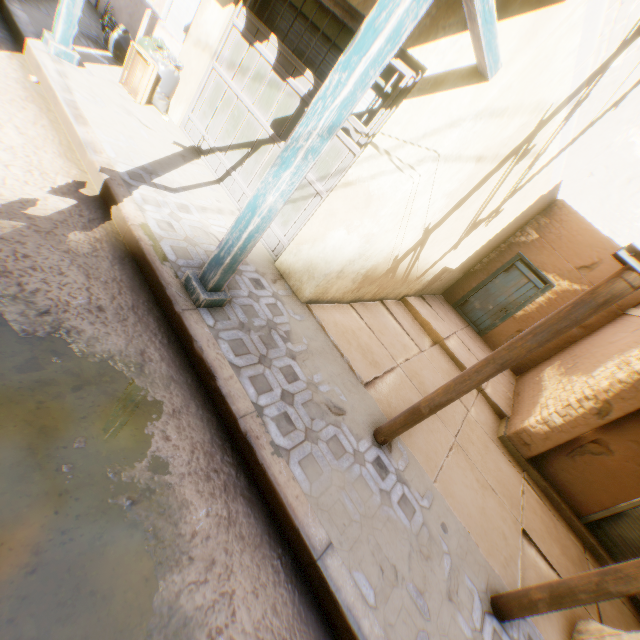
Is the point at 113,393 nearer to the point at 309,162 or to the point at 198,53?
the point at 309,162

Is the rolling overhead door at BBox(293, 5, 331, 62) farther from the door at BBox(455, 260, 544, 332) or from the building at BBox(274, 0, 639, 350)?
the door at BBox(455, 260, 544, 332)

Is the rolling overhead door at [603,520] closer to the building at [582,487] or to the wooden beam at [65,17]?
the building at [582,487]

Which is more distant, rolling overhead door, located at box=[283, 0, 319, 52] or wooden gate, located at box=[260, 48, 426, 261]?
rolling overhead door, located at box=[283, 0, 319, 52]

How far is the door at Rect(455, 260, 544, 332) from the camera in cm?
965

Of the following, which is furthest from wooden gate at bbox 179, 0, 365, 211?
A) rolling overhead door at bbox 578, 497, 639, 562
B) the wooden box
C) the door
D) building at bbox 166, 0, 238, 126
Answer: the door

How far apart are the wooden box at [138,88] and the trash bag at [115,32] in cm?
7

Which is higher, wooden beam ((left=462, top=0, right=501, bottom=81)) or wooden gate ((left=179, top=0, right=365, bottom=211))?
wooden beam ((left=462, top=0, right=501, bottom=81))
